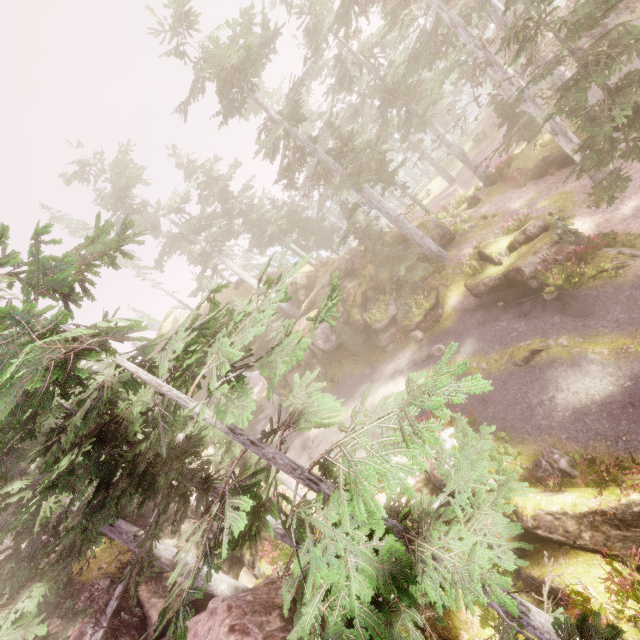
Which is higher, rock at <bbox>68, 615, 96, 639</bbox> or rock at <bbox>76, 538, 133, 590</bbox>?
rock at <bbox>76, 538, 133, 590</bbox>

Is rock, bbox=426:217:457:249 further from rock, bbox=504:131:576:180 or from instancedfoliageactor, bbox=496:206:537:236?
rock, bbox=504:131:576:180

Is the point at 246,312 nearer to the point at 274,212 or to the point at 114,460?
the point at 274,212

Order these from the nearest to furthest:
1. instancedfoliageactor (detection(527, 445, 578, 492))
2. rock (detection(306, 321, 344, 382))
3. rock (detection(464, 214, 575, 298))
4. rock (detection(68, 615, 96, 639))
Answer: instancedfoliageactor (detection(527, 445, 578, 492)) → rock (detection(464, 214, 575, 298)) → rock (detection(68, 615, 96, 639)) → rock (detection(306, 321, 344, 382))

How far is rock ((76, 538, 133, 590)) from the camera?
18.5m

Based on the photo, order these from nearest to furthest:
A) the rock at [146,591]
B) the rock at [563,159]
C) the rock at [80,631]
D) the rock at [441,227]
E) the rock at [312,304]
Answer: the rock at [80,631] < the rock at [146,591] < the rock at [563,159] < the rock at [441,227] < the rock at [312,304]

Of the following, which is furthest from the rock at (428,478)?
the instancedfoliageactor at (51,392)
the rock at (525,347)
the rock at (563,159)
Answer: the rock at (563,159)
